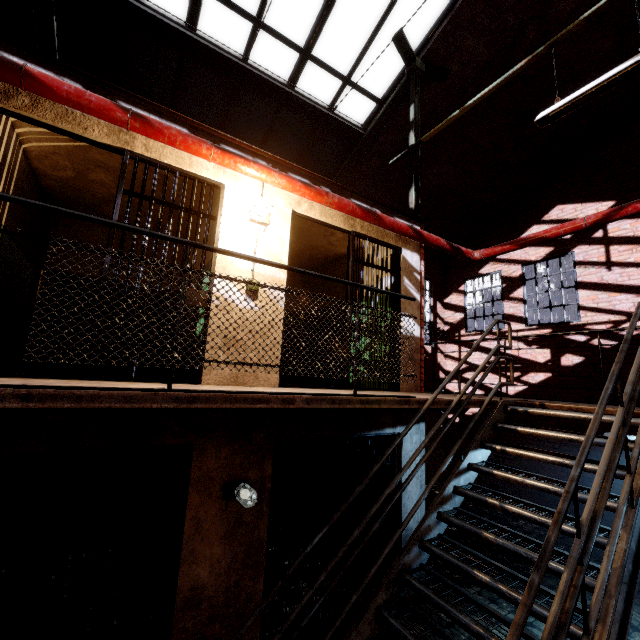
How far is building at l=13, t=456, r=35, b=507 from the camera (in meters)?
5.17

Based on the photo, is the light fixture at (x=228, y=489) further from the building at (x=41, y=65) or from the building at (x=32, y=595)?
the building at (x=41, y=65)

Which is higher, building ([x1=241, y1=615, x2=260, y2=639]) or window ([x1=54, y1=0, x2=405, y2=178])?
window ([x1=54, y1=0, x2=405, y2=178])

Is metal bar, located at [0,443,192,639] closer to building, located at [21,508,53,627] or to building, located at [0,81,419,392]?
building, located at [21,508,53,627]

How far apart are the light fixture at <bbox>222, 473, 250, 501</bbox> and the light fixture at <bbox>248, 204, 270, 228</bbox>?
3.0m

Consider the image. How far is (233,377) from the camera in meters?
3.7

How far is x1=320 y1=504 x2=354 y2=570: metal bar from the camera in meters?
4.0

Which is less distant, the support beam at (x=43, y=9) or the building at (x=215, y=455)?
the building at (x=215, y=455)
